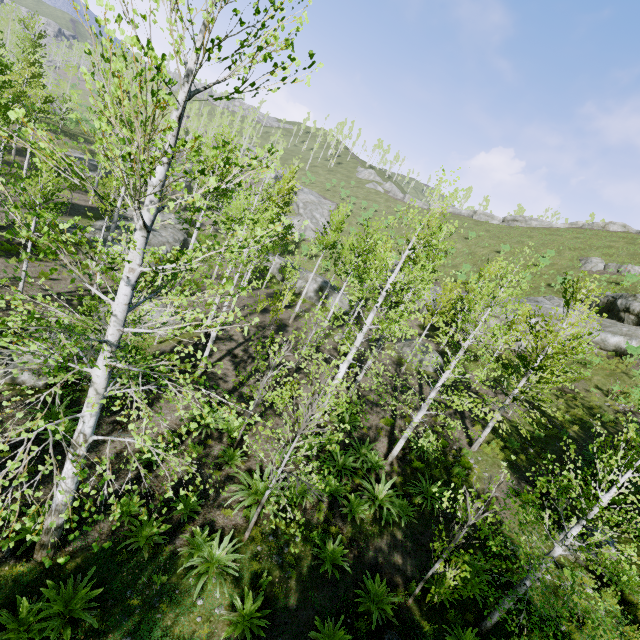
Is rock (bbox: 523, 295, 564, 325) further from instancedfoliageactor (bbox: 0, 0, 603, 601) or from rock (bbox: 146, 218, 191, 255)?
rock (bbox: 146, 218, 191, 255)

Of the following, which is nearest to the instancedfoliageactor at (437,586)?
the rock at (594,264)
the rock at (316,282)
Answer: the rock at (316,282)

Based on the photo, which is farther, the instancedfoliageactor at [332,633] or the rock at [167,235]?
the rock at [167,235]

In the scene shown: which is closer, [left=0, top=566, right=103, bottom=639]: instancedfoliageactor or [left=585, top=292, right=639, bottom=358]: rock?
[left=0, top=566, right=103, bottom=639]: instancedfoliageactor

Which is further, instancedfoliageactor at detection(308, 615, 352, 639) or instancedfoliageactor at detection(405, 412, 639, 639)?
instancedfoliageactor at detection(308, 615, 352, 639)

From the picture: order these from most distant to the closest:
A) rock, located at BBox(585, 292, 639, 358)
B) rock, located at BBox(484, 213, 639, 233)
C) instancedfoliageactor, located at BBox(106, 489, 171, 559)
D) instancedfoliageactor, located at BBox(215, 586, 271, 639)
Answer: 1. rock, located at BBox(484, 213, 639, 233)
2. rock, located at BBox(585, 292, 639, 358)
3. instancedfoliageactor, located at BBox(215, 586, 271, 639)
4. instancedfoliageactor, located at BBox(106, 489, 171, 559)

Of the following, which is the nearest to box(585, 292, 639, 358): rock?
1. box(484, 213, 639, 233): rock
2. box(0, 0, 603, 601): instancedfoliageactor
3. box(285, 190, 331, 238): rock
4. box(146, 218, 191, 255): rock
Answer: box(0, 0, 603, 601): instancedfoliageactor

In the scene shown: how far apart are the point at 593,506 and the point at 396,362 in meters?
16.5
